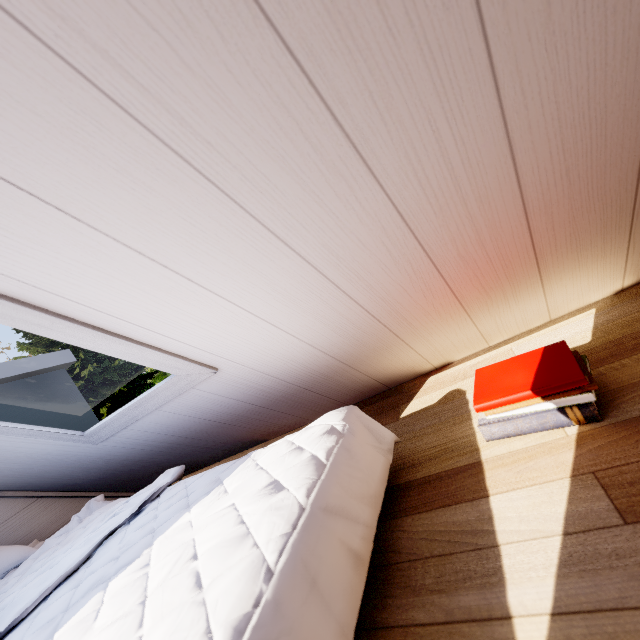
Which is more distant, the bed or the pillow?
the pillow

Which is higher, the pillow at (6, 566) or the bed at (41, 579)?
the pillow at (6, 566)

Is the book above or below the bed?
below

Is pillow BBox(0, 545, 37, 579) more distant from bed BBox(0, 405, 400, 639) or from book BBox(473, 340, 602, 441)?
book BBox(473, 340, 602, 441)

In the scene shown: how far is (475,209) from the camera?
0.7m

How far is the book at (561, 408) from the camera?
0.7 meters

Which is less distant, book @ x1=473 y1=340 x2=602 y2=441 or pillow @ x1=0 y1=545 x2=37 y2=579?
book @ x1=473 y1=340 x2=602 y2=441
